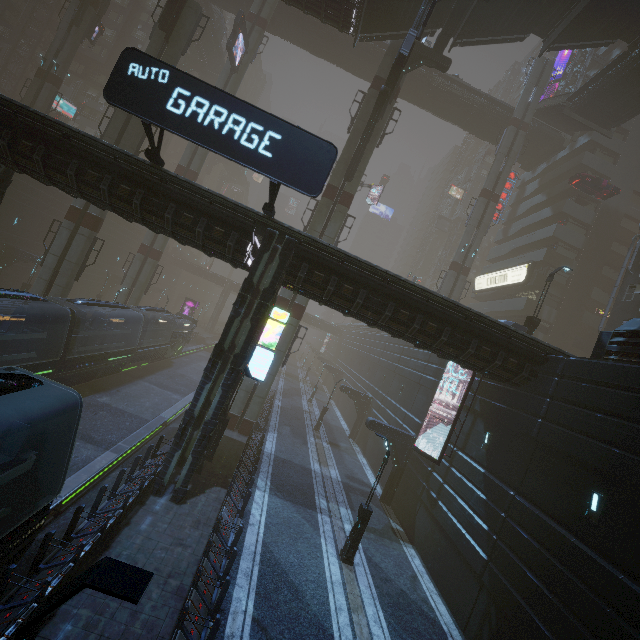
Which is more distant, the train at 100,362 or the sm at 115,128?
the sm at 115,128

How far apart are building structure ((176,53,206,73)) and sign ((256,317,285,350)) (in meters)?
55.70

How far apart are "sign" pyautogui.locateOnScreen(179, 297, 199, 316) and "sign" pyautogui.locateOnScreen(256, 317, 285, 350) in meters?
39.8

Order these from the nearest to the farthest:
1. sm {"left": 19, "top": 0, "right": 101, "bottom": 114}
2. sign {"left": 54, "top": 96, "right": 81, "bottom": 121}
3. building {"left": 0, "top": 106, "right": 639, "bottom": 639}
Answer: building {"left": 0, "top": 106, "right": 639, "bottom": 639} < sm {"left": 19, "top": 0, "right": 101, "bottom": 114} < sign {"left": 54, "top": 96, "right": 81, "bottom": 121}

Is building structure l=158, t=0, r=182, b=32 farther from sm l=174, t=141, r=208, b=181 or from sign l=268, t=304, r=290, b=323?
sign l=268, t=304, r=290, b=323

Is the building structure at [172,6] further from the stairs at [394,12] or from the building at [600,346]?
the building at [600,346]

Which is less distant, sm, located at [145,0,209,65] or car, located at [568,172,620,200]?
sm, located at [145,0,209,65]

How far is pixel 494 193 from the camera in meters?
35.9
